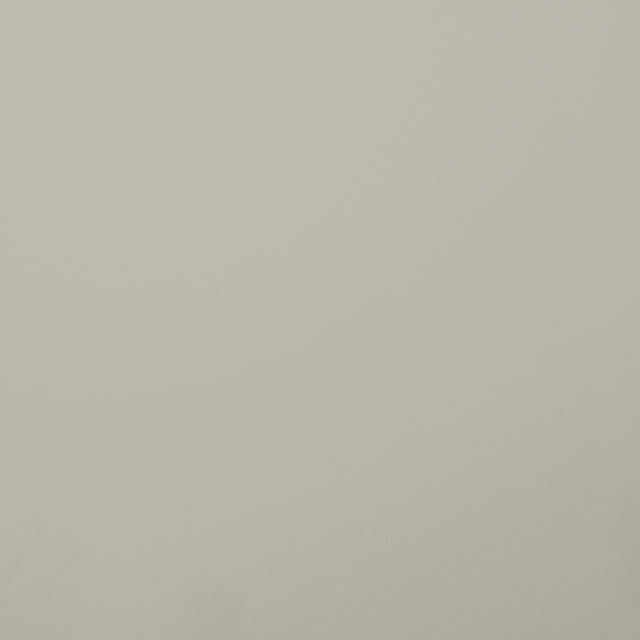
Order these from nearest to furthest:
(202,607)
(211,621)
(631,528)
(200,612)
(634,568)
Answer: (631,528), (634,568), (211,621), (200,612), (202,607)
